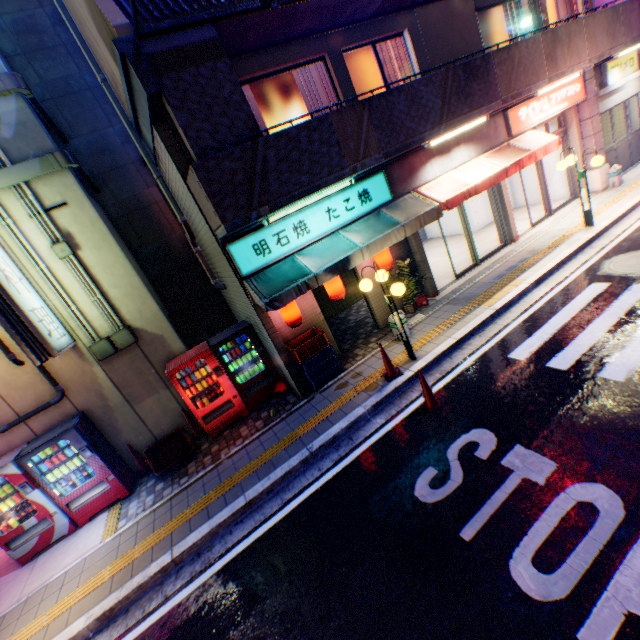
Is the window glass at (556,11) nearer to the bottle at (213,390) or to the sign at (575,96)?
the sign at (575,96)

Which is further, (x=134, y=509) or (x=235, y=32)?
(x=134, y=509)

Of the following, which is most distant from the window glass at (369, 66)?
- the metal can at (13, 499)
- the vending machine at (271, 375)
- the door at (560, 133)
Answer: the metal can at (13, 499)

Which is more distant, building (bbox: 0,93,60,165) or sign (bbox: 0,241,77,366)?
building (bbox: 0,93,60,165)

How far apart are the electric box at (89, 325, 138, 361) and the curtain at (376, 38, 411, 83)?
8.9m

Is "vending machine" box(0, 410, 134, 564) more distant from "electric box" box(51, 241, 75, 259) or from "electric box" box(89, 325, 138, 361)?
"electric box" box(51, 241, 75, 259)

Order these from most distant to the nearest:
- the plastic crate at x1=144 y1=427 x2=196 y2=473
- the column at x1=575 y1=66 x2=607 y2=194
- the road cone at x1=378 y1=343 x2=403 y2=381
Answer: the column at x1=575 y1=66 x2=607 y2=194 → the plastic crate at x1=144 y1=427 x2=196 y2=473 → the road cone at x1=378 y1=343 x2=403 y2=381

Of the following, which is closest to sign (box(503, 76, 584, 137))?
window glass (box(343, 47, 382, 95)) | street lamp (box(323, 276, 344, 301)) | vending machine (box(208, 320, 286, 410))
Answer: window glass (box(343, 47, 382, 95))
